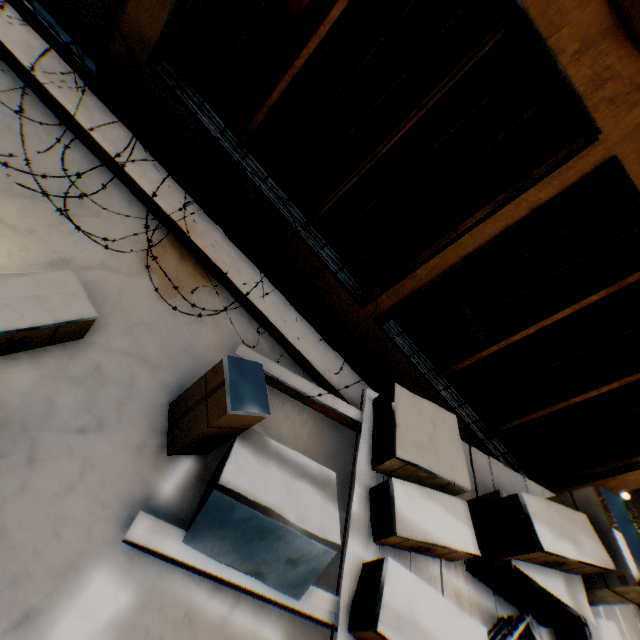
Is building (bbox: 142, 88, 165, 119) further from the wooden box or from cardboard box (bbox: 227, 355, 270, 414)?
the wooden box

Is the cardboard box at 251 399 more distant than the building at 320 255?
No

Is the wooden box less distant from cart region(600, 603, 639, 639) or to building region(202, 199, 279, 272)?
cart region(600, 603, 639, 639)

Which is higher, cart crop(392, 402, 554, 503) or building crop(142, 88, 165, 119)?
cart crop(392, 402, 554, 503)

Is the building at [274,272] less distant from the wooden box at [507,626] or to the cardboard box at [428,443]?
the cardboard box at [428,443]

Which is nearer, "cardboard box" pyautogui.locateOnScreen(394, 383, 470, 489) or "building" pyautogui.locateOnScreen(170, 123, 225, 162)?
"cardboard box" pyautogui.locateOnScreen(394, 383, 470, 489)

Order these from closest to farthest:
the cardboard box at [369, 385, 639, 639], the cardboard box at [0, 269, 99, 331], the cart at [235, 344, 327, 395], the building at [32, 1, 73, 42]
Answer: the cardboard box at [0, 269, 99, 331] < the cardboard box at [369, 385, 639, 639] < the cart at [235, 344, 327, 395] < the building at [32, 1, 73, 42]

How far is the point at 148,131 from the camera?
3.3m
